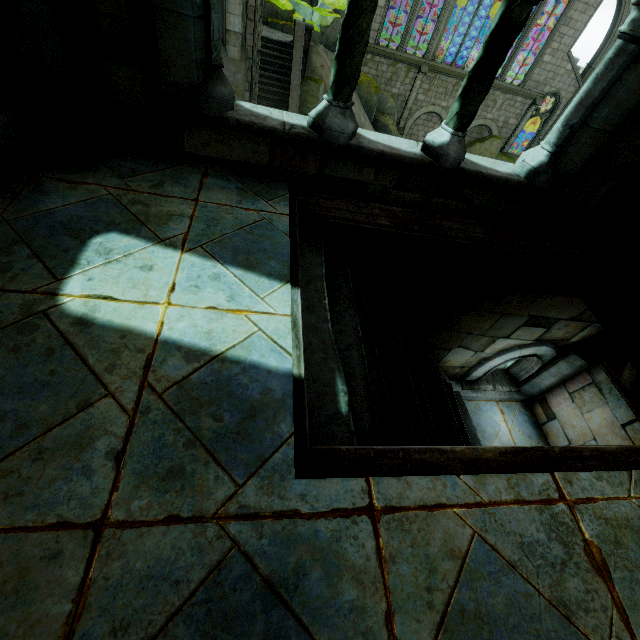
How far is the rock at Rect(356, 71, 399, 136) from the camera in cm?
2197

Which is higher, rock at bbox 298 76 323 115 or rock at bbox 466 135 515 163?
rock at bbox 298 76 323 115

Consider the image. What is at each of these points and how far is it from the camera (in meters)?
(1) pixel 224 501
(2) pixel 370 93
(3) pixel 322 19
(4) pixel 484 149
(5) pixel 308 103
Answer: (1) building, 1.15
(2) rock, 22.14
(3) rock, 18.73
(4) rock, 28.19
(5) rock, 17.98

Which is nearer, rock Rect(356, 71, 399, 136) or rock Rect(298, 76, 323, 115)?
rock Rect(298, 76, 323, 115)

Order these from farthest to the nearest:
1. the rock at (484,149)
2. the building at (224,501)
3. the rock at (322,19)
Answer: the rock at (484,149), the rock at (322,19), the building at (224,501)

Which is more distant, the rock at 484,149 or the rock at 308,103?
the rock at 484,149

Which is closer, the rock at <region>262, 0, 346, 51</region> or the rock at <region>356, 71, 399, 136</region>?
the rock at <region>262, 0, 346, 51</region>

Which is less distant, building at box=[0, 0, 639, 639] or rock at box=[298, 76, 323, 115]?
building at box=[0, 0, 639, 639]
